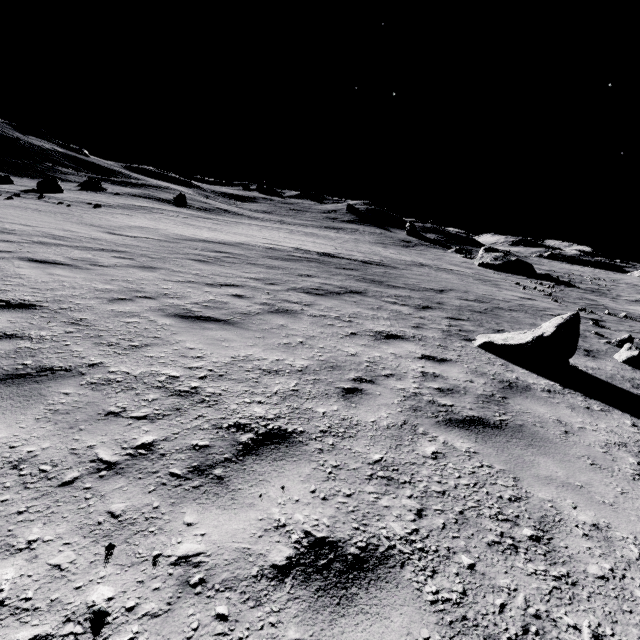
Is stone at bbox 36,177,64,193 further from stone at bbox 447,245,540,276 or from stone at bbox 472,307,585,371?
stone at bbox 447,245,540,276

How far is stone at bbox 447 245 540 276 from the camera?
35.47m

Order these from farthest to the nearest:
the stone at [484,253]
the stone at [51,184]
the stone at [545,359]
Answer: the stone at [484,253] < the stone at [51,184] < the stone at [545,359]

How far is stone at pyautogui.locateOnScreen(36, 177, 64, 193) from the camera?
27.9 meters

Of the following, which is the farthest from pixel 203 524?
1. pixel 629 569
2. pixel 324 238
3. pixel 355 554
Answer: pixel 324 238

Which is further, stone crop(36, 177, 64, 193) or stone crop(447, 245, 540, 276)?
stone crop(447, 245, 540, 276)

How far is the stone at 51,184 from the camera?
27.9m

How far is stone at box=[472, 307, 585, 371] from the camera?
5.7 meters
